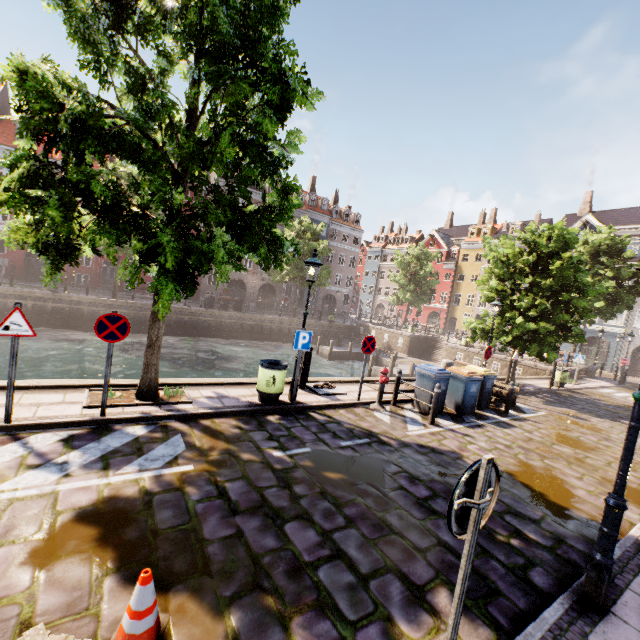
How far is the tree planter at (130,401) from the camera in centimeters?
652cm

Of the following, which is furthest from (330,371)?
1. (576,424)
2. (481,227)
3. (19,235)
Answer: (481,227)

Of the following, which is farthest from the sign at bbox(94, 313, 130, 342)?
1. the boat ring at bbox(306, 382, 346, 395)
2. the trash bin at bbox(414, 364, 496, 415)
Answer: the trash bin at bbox(414, 364, 496, 415)

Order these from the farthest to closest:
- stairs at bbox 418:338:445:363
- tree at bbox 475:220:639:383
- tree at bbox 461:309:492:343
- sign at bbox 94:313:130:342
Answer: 1. stairs at bbox 418:338:445:363
2. tree at bbox 461:309:492:343
3. tree at bbox 475:220:639:383
4. sign at bbox 94:313:130:342

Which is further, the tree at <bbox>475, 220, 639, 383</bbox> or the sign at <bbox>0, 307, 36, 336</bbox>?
the tree at <bbox>475, 220, 639, 383</bbox>

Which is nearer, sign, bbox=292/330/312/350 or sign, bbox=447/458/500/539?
sign, bbox=447/458/500/539

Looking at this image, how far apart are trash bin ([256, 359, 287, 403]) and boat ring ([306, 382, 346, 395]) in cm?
138

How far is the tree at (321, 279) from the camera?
33.00m
